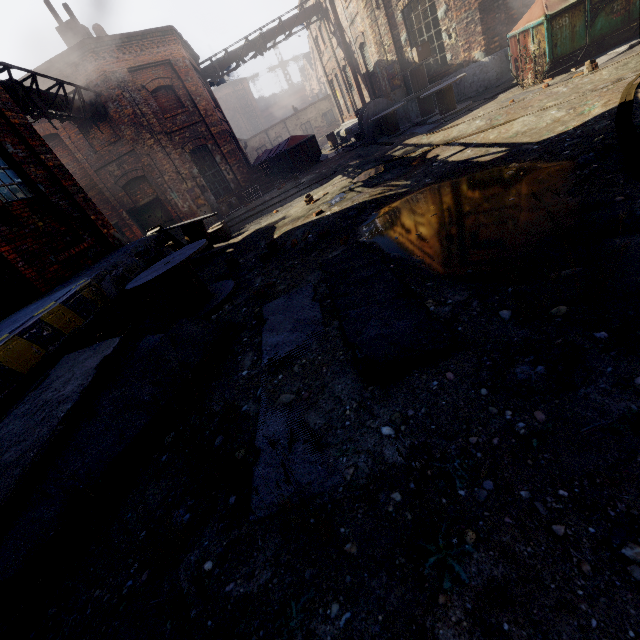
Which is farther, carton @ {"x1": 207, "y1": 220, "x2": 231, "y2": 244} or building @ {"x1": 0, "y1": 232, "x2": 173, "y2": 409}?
carton @ {"x1": 207, "y1": 220, "x2": 231, "y2": 244}

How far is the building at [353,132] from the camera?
17.4 meters

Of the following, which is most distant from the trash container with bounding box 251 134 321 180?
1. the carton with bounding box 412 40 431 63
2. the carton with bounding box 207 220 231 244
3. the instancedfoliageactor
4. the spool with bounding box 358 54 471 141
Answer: the instancedfoliageactor

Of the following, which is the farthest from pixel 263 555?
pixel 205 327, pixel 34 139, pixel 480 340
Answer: Result: pixel 34 139

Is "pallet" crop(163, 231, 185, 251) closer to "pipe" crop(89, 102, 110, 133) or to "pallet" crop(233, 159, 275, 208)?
"pipe" crop(89, 102, 110, 133)

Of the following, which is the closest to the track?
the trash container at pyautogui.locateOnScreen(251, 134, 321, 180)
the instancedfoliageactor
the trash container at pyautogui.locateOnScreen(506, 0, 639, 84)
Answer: the trash container at pyautogui.locateOnScreen(506, 0, 639, 84)

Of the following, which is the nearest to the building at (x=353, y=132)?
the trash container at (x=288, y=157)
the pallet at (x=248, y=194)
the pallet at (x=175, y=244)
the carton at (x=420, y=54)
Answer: the carton at (x=420, y=54)

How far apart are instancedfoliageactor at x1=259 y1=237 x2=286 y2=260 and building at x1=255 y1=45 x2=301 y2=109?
61.96m
